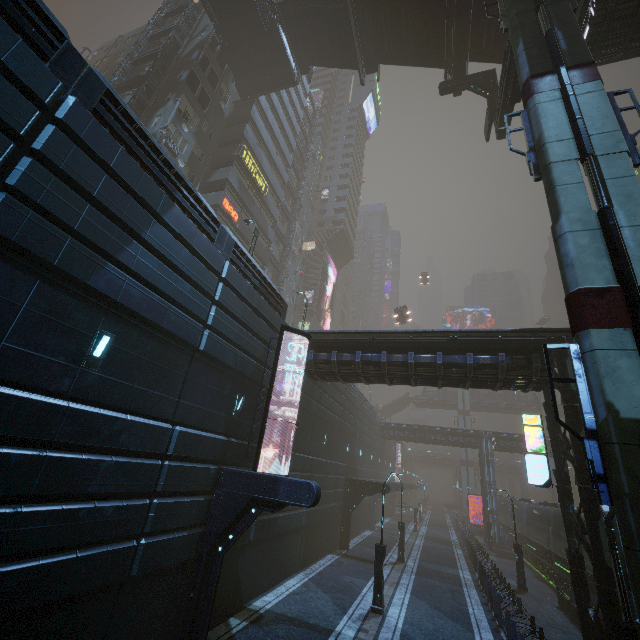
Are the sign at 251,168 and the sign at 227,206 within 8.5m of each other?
yes

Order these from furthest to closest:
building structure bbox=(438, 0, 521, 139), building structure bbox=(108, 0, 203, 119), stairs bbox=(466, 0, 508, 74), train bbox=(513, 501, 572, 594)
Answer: building structure bbox=(108, 0, 203, 119)
train bbox=(513, 501, 572, 594)
stairs bbox=(466, 0, 508, 74)
building structure bbox=(438, 0, 521, 139)

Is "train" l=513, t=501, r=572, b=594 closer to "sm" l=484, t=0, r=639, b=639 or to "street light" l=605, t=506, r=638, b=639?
"street light" l=605, t=506, r=638, b=639

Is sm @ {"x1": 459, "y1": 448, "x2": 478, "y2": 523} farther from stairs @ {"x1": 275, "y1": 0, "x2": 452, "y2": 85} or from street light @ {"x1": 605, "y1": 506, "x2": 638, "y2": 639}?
street light @ {"x1": 605, "y1": 506, "x2": 638, "y2": 639}

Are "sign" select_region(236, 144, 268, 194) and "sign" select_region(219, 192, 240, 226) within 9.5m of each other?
yes

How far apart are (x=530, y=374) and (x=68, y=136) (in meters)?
17.77

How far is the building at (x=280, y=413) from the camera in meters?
15.3

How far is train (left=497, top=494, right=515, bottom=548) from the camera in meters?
35.5
